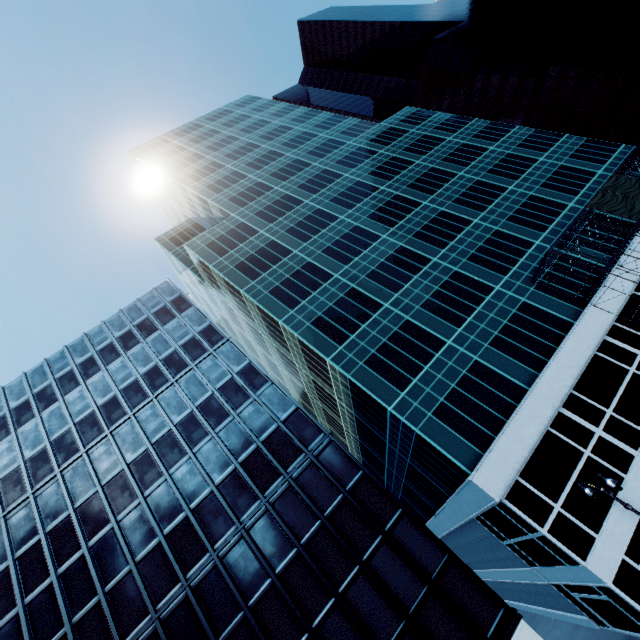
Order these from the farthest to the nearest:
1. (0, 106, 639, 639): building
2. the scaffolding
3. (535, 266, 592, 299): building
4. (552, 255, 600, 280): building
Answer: (552, 255, 600, 280): building, (535, 266, 592, 299): building, the scaffolding, (0, 106, 639, 639): building

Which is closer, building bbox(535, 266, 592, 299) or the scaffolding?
the scaffolding

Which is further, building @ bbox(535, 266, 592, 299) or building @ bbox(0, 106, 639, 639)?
building @ bbox(535, 266, 592, 299)

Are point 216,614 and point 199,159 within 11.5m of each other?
no

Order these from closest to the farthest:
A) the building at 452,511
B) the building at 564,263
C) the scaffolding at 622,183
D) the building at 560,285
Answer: the building at 452,511 → the scaffolding at 622,183 → the building at 560,285 → the building at 564,263

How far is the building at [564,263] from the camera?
29.3 meters
